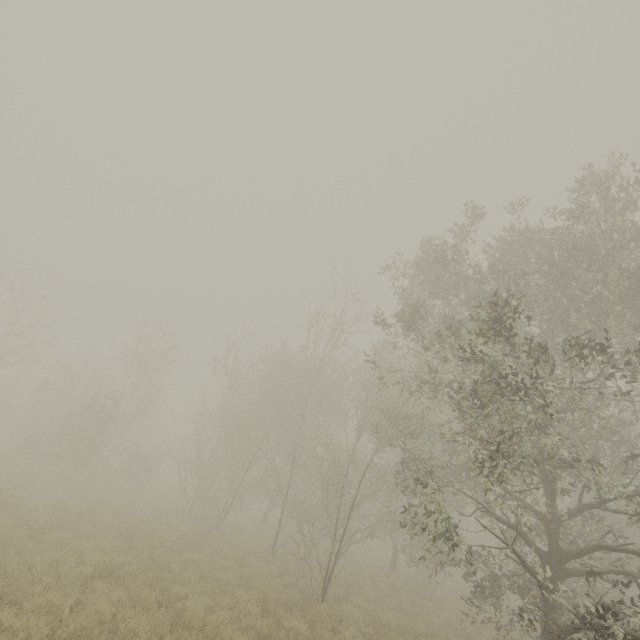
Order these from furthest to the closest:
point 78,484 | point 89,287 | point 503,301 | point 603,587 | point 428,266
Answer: point 78,484
point 89,287
point 603,587
point 428,266
point 503,301

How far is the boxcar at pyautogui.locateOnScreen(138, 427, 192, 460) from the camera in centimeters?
4947cm

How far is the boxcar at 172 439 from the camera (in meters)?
49.47
